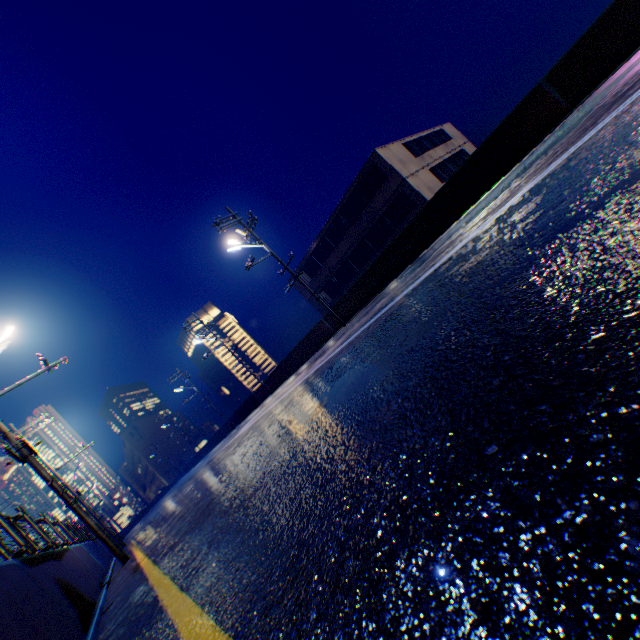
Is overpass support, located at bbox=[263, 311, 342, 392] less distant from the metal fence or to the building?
the metal fence

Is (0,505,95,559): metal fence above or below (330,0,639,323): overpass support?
above

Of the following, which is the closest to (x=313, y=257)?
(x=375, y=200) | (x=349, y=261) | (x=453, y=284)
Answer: (x=349, y=261)

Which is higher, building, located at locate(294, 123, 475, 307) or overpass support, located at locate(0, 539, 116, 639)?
building, located at locate(294, 123, 475, 307)

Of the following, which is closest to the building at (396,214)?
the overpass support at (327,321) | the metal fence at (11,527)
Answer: the overpass support at (327,321)

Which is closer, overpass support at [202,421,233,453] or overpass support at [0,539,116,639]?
overpass support at [0,539,116,639]

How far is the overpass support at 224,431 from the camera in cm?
3882

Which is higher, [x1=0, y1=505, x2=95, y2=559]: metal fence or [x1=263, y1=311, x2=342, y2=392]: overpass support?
[x1=0, y1=505, x2=95, y2=559]: metal fence
